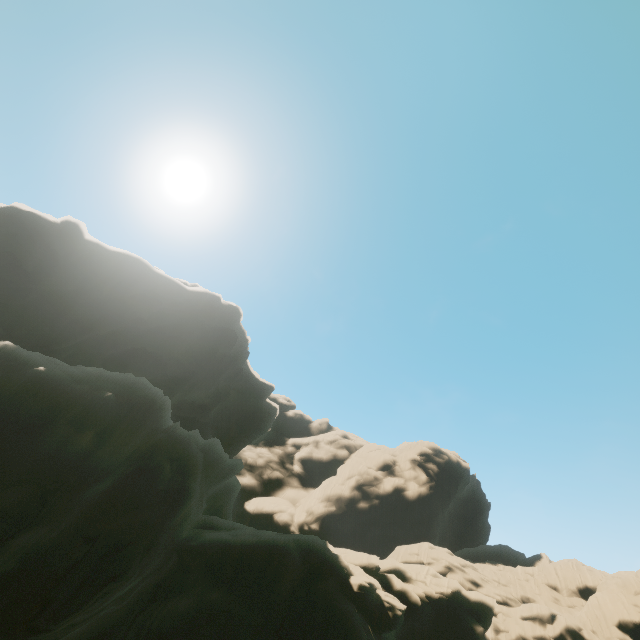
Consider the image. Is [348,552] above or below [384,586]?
above
